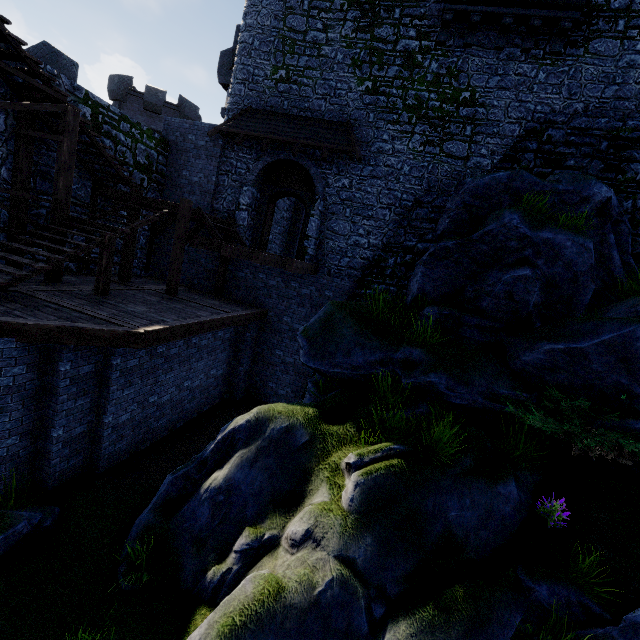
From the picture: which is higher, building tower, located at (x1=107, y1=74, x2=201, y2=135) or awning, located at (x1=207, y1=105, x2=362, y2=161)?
building tower, located at (x1=107, y1=74, x2=201, y2=135)

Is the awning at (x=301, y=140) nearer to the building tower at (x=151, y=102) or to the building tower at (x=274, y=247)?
the building tower at (x=274, y=247)

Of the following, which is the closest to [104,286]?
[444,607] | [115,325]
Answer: [115,325]

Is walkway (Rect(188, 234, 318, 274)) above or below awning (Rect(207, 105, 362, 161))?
below

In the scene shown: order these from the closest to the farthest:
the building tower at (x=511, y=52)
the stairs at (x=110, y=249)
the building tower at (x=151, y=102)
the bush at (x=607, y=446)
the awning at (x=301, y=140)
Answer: the bush at (x=607, y=446), the stairs at (x=110, y=249), the building tower at (x=511, y=52), the awning at (x=301, y=140), the building tower at (x=151, y=102)

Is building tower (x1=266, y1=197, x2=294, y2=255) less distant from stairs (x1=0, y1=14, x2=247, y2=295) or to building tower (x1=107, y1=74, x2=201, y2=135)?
stairs (x1=0, y1=14, x2=247, y2=295)

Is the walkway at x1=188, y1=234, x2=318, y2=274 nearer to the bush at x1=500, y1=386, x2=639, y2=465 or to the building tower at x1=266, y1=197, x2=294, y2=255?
the building tower at x1=266, y1=197, x2=294, y2=255

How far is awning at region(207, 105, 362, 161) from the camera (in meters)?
11.79
